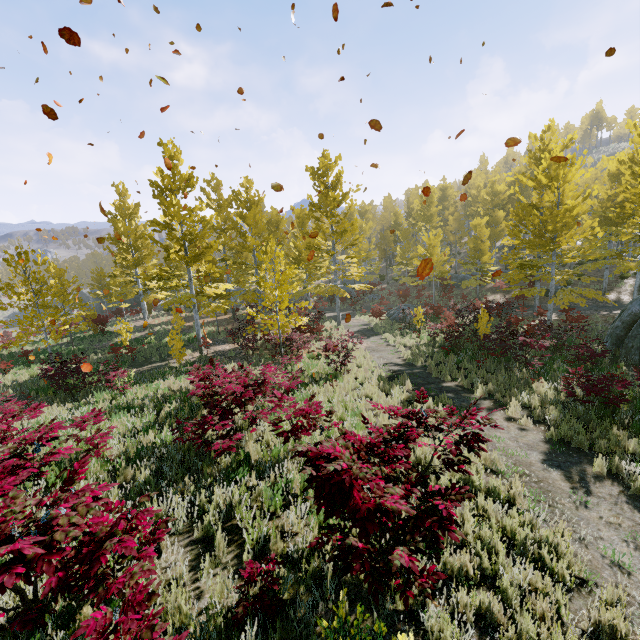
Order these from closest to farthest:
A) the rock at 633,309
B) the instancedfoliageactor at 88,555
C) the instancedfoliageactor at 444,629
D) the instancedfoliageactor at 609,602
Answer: the instancedfoliageactor at 88,555 → the instancedfoliageactor at 444,629 → the instancedfoliageactor at 609,602 → the rock at 633,309

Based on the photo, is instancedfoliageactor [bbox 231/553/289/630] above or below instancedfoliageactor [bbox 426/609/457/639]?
above

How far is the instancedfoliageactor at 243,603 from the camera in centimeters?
295cm

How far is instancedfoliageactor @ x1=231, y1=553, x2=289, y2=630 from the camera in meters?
3.0 m

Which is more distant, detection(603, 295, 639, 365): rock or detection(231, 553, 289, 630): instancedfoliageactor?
detection(603, 295, 639, 365): rock

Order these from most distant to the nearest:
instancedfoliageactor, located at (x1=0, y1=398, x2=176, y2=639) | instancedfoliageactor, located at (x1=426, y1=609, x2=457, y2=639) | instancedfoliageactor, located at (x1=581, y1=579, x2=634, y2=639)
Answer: instancedfoliageactor, located at (x1=581, y1=579, x2=634, y2=639)
instancedfoliageactor, located at (x1=426, y1=609, x2=457, y2=639)
instancedfoliageactor, located at (x1=0, y1=398, x2=176, y2=639)

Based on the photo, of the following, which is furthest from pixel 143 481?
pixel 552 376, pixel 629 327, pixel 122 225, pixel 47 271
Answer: pixel 122 225
